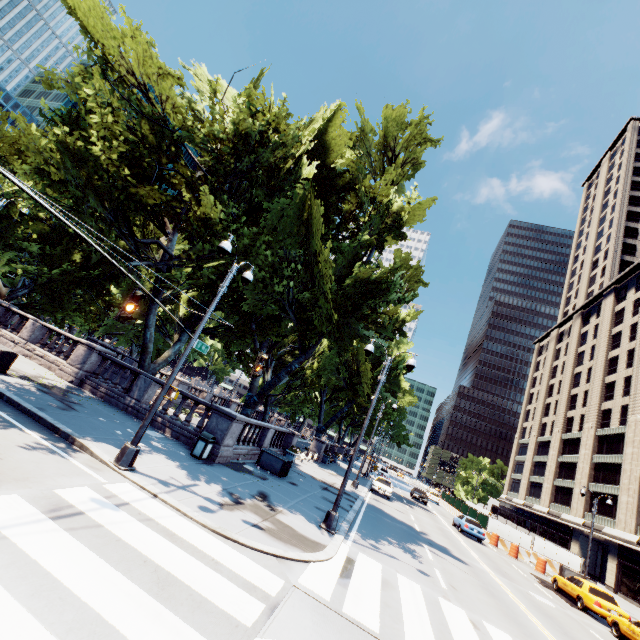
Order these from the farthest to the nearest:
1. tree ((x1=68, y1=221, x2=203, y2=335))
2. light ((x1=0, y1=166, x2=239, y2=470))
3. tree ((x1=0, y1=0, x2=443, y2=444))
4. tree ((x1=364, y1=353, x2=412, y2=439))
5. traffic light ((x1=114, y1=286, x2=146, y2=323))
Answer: tree ((x1=364, y1=353, x2=412, y2=439))
tree ((x1=68, y1=221, x2=203, y2=335))
tree ((x1=0, y1=0, x2=443, y2=444))
traffic light ((x1=114, y1=286, x2=146, y2=323))
light ((x1=0, y1=166, x2=239, y2=470))

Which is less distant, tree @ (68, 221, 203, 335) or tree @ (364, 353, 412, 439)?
tree @ (68, 221, 203, 335)

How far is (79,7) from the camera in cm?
1356

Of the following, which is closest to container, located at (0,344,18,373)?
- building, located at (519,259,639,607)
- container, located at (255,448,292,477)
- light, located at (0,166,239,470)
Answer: light, located at (0,166,239,470)

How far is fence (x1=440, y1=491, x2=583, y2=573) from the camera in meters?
29.1 m

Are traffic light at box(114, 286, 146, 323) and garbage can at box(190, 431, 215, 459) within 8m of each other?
yes

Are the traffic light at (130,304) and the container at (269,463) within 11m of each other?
no

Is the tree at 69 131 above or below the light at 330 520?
above
